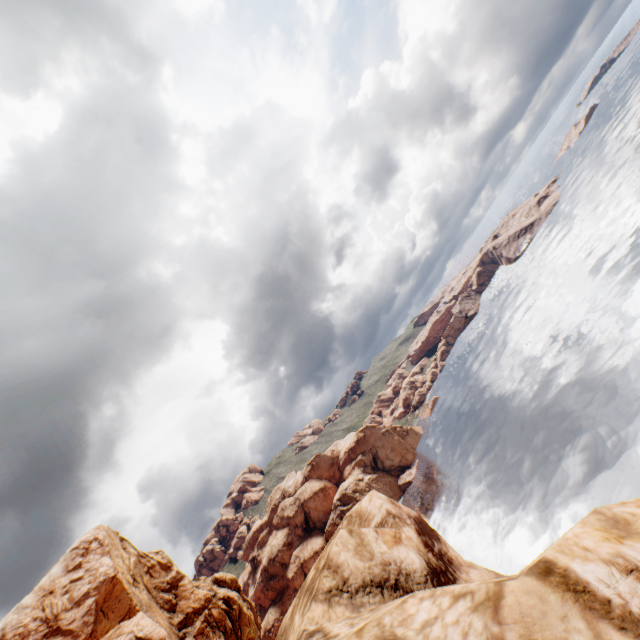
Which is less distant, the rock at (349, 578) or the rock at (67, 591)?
the rock at (349, 578)

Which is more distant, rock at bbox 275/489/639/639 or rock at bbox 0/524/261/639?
rock at bbox 0/524/261/639

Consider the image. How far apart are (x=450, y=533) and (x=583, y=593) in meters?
73.3
